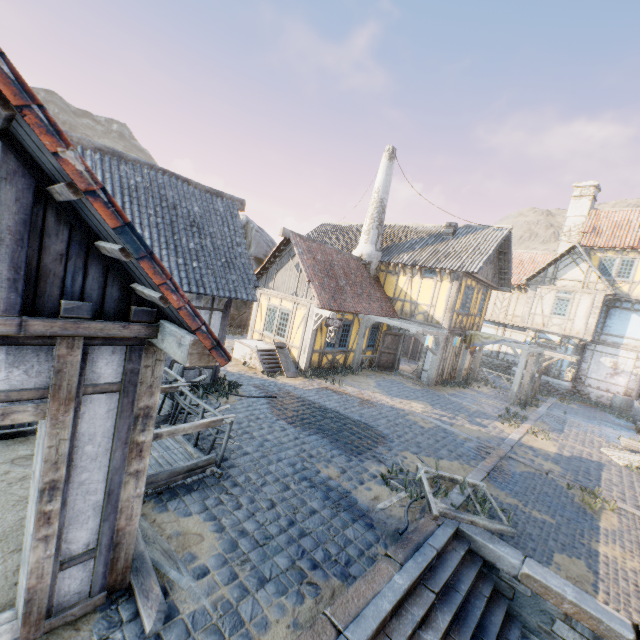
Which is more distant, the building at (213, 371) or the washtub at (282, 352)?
the washtub at (282, 352)

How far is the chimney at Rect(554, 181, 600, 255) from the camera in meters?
22.5

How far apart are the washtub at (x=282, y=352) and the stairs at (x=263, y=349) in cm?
4

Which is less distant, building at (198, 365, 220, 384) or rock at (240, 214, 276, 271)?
building at (198, 365, 220, 384)

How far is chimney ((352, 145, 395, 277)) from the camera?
17.83m

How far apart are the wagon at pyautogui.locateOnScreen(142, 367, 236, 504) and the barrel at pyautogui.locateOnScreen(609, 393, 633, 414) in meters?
23.5 m

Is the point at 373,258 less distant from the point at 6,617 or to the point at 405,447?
the point at 405,447

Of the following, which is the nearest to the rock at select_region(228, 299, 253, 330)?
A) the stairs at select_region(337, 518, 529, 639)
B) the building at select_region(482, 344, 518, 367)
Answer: the stairs at select_region(337, 518, 529, 639)
